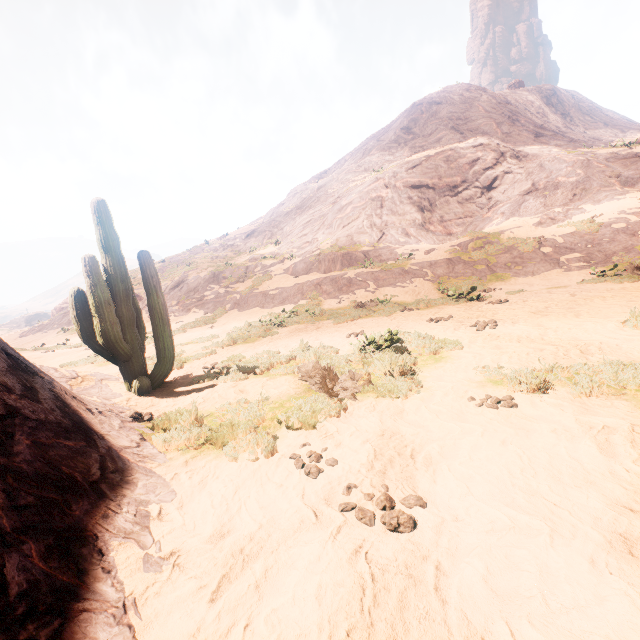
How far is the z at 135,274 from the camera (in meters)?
10.43

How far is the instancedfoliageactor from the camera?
6.0m

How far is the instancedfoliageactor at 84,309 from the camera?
6.0 meters

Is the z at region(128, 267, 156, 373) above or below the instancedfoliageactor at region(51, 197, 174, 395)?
above

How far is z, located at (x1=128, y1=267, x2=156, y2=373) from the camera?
10.4m

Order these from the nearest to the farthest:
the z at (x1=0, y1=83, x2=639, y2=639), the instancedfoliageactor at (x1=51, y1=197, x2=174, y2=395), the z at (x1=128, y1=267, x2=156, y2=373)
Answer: the z at (x1=0, y1=83, x2=639, y2=639) → the instancedfoliageactor at (x1=51, y1=197, x2=174, y2=395) → the z at (x1=128, y1=267, x2=156, y2=373)

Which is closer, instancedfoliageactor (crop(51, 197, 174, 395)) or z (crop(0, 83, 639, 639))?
z (crop(0, 83, 639, 639))

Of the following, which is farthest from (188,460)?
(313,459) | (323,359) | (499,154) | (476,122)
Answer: (476,122)
